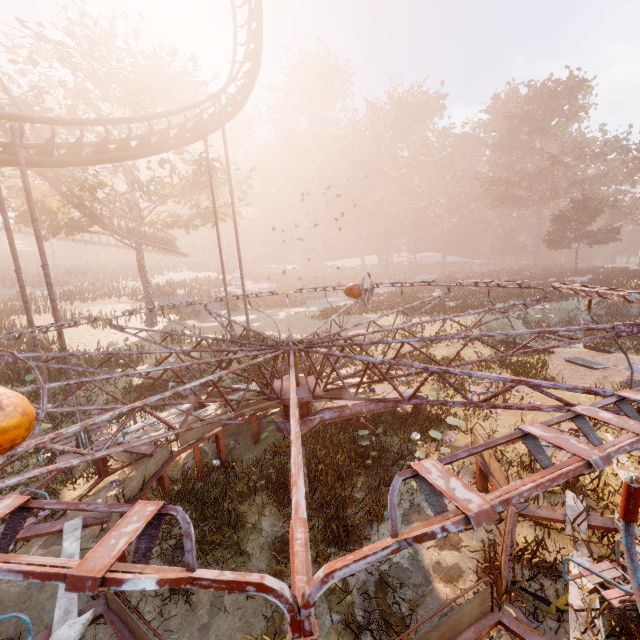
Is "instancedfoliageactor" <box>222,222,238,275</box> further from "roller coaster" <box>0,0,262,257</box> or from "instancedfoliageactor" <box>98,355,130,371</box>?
"instancedfoliageactor" <box>98,355,130,371</box>

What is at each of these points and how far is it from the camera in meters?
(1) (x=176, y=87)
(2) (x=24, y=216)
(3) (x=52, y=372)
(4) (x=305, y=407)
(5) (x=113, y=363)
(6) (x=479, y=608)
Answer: Answer:
(1) tree, 21.7 m
(2) tree, 19.4 m
(3) instancedfoliageactor, 13.2 m
(4) merry-go-round, 5.8 m
(5) instancedfoliageactor, 14.1 m
(6) merry-go-round, 3.5 m

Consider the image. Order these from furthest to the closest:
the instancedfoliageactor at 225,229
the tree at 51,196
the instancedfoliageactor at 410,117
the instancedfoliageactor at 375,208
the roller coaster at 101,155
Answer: the instancedfoliageactor at 410,117, the instancedfoliageactor at 375,208, the instancedfoliageactor at 225,229, the tree at 51,196, the roller coaster at 101,155

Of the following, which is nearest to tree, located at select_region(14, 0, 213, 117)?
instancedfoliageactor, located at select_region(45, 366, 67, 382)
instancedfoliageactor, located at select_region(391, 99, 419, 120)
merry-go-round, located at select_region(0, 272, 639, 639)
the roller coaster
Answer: the roller coaster

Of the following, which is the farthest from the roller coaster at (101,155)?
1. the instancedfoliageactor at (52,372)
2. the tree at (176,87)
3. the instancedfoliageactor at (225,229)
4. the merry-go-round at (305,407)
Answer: the instancedfoliageactor at (225,229)

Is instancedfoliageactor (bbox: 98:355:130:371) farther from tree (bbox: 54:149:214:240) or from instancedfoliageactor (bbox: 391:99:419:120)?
instancedfoliageactor (bbox: 391:99:419:120)

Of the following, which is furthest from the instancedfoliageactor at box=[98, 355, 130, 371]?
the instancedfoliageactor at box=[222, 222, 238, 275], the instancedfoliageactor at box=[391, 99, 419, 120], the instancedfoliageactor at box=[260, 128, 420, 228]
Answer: the instancedfoliageactor at box=[391, 99, 419, 120]

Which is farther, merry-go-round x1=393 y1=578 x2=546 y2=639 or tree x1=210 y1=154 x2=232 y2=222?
tree x1=210 y1=154 x2=232 y2=222
